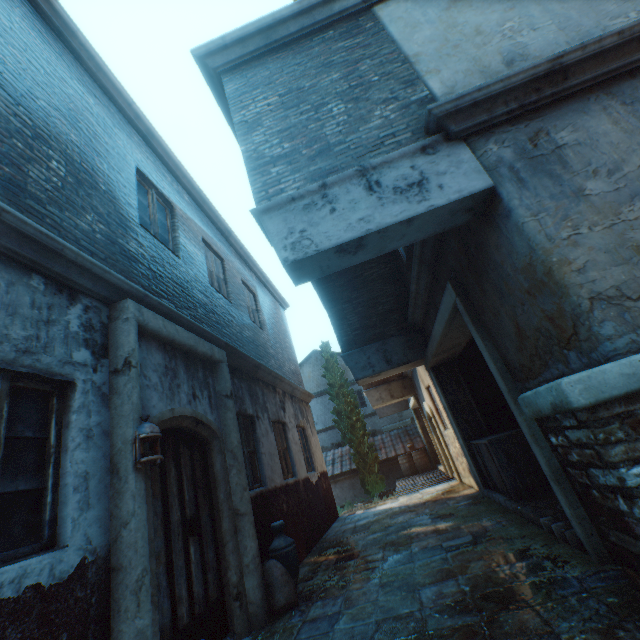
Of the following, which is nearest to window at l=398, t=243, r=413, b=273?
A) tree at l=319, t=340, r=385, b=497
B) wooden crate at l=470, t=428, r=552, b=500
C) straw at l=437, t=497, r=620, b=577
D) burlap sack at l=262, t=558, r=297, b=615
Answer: wooden crate at l=470, t=428, r=552, b=500

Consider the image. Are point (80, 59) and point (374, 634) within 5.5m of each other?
no

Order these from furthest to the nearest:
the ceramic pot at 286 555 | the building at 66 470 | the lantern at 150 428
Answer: the ceramic pot at 286 555
the lantern at 150 428
the building at 66 470

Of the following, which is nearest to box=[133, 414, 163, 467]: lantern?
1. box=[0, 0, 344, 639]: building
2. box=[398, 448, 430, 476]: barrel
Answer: box=[0, 0, 344, 639]: building

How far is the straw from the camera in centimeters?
309cm

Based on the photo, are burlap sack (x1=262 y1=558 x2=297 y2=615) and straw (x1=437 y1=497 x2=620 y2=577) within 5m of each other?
yes

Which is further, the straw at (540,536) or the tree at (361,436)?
the tree at (361,436)

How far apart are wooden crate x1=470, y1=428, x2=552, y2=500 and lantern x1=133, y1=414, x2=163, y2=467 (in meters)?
5.32
